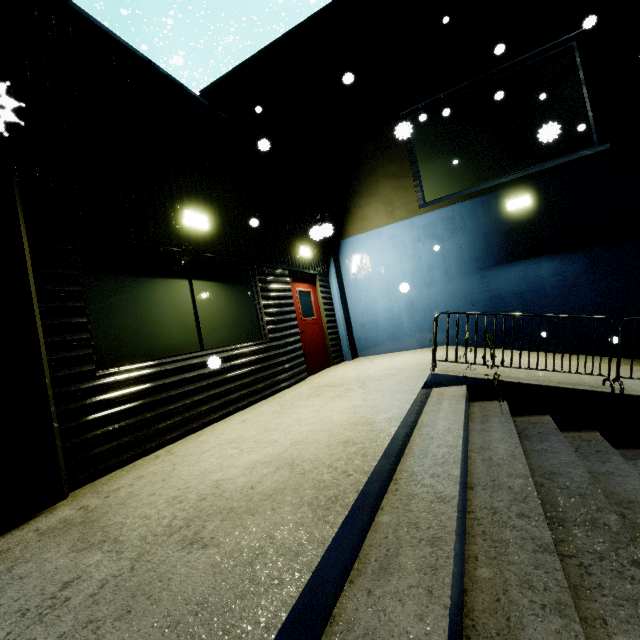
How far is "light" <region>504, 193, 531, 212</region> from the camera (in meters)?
7.09

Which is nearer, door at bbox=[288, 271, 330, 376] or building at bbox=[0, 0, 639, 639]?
building at bbox=[0, 0, 639, 639]

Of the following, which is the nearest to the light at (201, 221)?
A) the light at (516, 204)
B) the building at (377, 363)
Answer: the building at (377, 363)

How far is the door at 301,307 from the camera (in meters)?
7.45

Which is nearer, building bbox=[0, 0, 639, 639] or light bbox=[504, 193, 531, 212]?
building bbox=[0, 0, 639, 639]

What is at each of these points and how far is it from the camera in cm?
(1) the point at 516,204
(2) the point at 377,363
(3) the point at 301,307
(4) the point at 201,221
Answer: (1) light, 718
(2) building, 748
(3) door, 769
(4) light, 478

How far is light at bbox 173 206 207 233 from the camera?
4.5m

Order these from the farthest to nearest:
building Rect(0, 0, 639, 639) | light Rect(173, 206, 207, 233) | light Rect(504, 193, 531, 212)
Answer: light Rect(504, 193, 531, 212), light Rect(173, 206, 207, 233), building Rect(0, 0, 639, 639)
